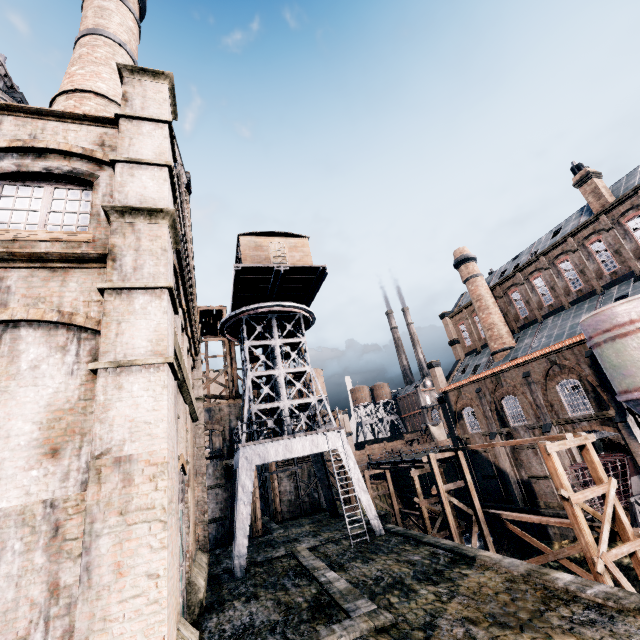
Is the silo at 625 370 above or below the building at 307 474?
above

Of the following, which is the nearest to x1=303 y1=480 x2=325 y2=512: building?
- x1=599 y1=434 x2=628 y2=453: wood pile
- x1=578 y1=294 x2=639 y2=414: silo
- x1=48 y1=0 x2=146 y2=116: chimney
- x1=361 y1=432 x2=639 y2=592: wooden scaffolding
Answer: x1=578 y1=294 x2=639 y2=414: silo

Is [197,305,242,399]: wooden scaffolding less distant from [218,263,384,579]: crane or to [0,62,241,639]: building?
[0,62,241,639]: building

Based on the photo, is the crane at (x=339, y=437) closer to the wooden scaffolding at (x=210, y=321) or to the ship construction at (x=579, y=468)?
the wooden scaffolding at (x=210, y=321)

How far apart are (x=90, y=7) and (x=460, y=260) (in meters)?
40.09

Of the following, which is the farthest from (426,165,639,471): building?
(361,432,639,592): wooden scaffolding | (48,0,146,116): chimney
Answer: (361,432,639,592): wooden scaffolding

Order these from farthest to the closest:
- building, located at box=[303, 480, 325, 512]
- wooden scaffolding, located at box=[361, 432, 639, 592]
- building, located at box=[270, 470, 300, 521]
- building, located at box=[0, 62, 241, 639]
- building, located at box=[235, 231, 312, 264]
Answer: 1. building, located at box=[303, 480, 325, 512]
2. building, located at box=[270, 470, 300, 521]
3. building, located at box=[235, 231, 312, 264]
4. wooden scaffolding, located at box=[361, 432, 639, 592]
5. building, located at box=[0, 62, 241, 639]

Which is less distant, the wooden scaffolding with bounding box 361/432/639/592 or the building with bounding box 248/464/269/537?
the wooden scaffolding with bounding box 361/432/639/592
